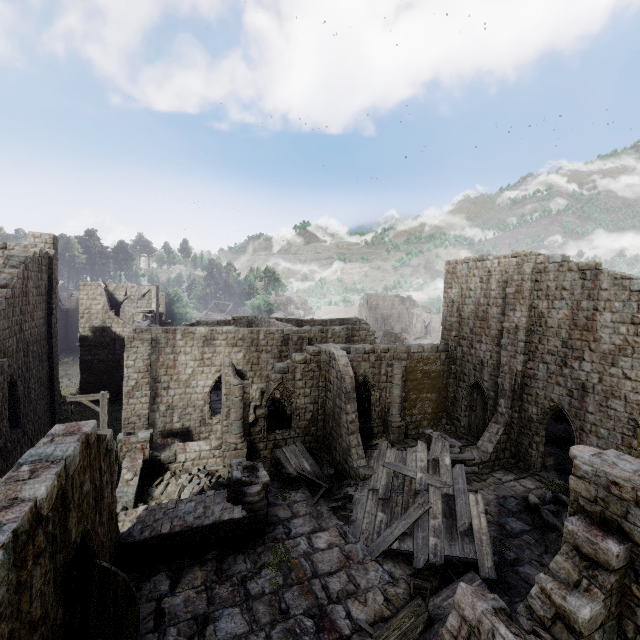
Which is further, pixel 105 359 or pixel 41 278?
pixel 105 359

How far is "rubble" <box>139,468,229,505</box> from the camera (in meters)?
13.50

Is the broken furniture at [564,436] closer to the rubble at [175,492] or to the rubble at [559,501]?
the rubble at [559,501]

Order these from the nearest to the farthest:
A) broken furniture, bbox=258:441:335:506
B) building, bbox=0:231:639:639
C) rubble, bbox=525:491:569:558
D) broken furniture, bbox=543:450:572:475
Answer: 1. building, bbox=0:231:639:639
2. rubble, bbox=525:491:569:558
3. broken furniture, bbox=258:441:335:506
4. broken furniture, bbox=543:450:572:475

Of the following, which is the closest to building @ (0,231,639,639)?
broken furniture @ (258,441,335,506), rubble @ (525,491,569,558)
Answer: rubble @ (525,491,569,558)

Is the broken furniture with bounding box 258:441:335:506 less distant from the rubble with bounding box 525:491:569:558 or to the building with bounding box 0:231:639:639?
the building with bounding box 0:231:639:639

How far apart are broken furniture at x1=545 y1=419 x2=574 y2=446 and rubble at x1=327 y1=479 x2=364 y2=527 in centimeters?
1560cm

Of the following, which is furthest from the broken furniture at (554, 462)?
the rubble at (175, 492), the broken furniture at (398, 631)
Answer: the rubble at (175, 492)
